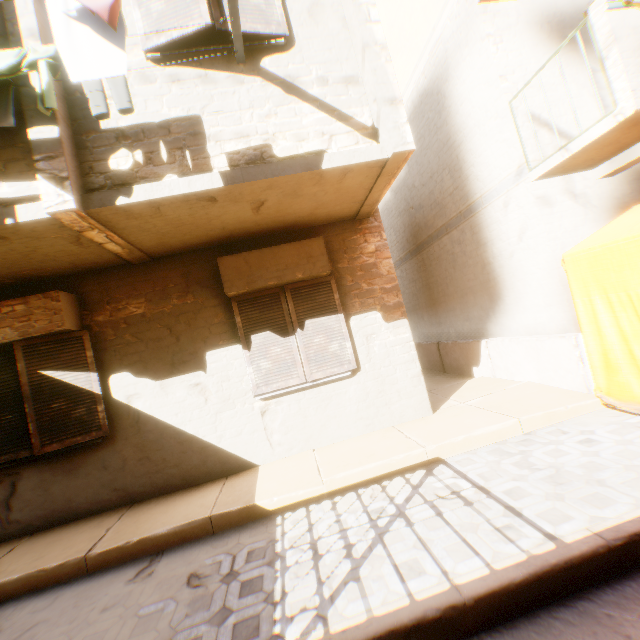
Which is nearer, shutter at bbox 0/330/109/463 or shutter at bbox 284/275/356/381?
shutter at bbox 0/330/109/463

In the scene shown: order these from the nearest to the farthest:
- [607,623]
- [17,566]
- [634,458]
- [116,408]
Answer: [607,623]
[634,458]
[17,566]
[116,408]

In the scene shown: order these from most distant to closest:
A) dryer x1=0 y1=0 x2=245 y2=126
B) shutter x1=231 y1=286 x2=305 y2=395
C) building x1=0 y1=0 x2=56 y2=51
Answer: shutter x1=231 y1=286 x2=305 y2=395 → building x1=0 y1=0 x2=56 y2=51 → dryer x1=0 y1=0 x2=245 y2=126

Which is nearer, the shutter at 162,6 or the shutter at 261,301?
the shutter at 162,6

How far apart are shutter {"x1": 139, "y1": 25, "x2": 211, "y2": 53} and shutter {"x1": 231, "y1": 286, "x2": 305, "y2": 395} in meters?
3.0

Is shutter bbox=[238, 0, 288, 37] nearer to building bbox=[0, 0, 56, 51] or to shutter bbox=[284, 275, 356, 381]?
building bbox=[0, 0, 56, 51]

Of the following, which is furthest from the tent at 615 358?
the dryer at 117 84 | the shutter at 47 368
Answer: the shutter at 47 368

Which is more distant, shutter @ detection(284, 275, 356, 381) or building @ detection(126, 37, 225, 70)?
shutter @ detection(284, 275, 356, 381)
